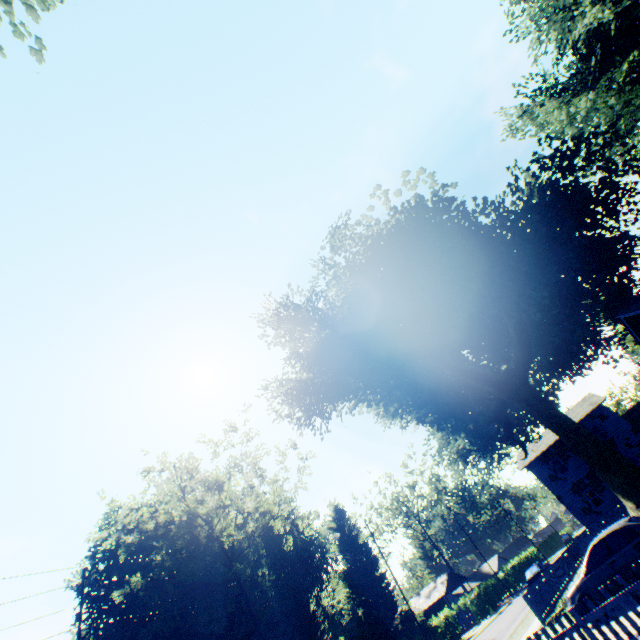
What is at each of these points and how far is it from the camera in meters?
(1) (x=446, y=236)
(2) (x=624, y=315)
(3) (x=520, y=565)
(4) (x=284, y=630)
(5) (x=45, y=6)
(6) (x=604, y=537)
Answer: (1) plant, 19.9 m
(2) house, 13.5 m
(3) hedge, 56.5 m
(4) plant, 53.1 m
(5) plant, 6.0 m
(6) car, 10.9 m

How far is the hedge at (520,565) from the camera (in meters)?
52.81

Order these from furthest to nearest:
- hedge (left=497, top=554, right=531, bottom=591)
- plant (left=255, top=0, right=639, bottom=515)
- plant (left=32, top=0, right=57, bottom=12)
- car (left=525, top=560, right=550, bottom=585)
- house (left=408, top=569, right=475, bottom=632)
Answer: hedge (left=497, top=554, right=531, bottom=591), house (left=408, top=569, right=475, bottom=632), car (left=525, top=560, right=550, bottom=585), plant (left=255, top=0, right=639, bottom=515), plant (left=32, top=0, right=57, bottom=12)

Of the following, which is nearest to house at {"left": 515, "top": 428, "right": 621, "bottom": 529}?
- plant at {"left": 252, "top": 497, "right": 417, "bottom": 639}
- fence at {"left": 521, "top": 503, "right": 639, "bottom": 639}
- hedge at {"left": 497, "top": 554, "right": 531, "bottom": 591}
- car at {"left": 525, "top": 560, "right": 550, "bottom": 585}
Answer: car at {"left": 525, "top": 560, "right": 550, "bottom": 585}

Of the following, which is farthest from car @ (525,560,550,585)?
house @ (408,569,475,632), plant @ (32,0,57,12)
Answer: house @ (408,569,475,632)

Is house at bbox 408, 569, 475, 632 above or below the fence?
above

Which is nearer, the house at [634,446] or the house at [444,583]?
the house at [634,446]

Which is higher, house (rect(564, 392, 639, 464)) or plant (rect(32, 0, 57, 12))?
plant (rect(32, 0, 57, 12))
